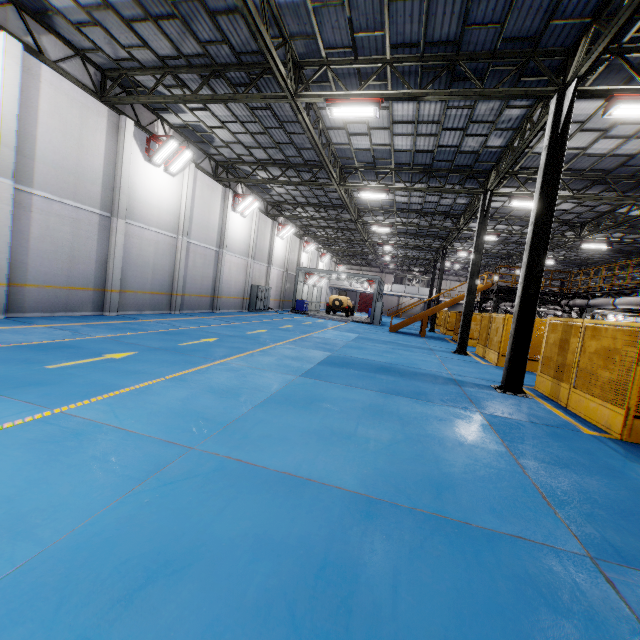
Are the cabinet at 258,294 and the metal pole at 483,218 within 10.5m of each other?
no

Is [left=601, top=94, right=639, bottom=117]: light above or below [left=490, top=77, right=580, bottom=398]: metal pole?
above

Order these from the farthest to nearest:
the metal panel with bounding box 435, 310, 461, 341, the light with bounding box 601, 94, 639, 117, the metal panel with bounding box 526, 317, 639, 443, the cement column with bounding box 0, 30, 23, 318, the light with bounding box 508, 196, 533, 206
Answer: A: the metal panel with bounding box 435, 310, 461, 341 < the light with bounding box 508, 196, 533, 206 < the cement column with bounding box 0, 30, 23, 318 < the light with bounding box 601, 94, 639, 117 < the metal panel with bounding box 526, 317, 639, 443

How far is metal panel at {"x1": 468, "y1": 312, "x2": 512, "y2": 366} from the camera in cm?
1373

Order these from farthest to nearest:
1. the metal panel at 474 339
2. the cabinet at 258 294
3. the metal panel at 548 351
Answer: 1. the cabinet at 258 294
2. the metal panel at 474 339
3. the metal panel at 548 351

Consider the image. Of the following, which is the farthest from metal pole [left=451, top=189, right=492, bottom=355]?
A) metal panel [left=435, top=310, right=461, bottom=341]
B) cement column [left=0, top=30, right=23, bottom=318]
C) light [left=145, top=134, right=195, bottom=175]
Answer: cement column [left=0, top=30, right=23, bottom=318]

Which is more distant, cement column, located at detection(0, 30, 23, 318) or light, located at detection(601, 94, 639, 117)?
cement column, located at detection(0, 30, 23, 318)

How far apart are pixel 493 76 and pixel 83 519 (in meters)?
13.40
